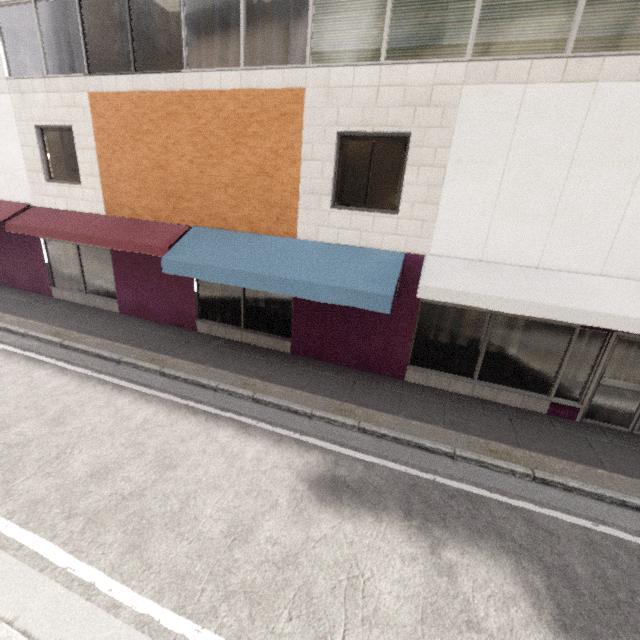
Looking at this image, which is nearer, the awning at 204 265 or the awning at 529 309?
the awning at 529 309

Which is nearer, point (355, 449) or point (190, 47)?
point (355, 449)

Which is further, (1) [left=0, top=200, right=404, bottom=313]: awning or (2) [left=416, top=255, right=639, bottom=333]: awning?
(1) [left=0, top=200, right=404, bottom=313]: awning
